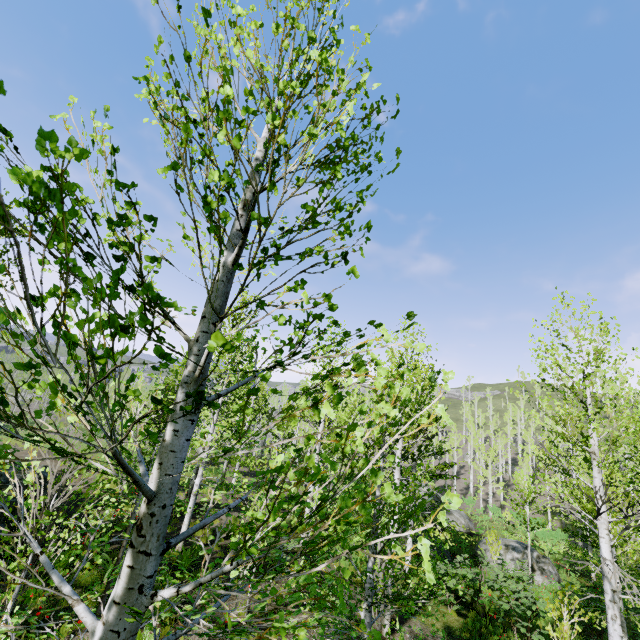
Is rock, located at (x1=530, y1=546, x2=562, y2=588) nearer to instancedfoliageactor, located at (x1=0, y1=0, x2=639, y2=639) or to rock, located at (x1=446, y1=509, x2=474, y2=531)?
instancedfoliageactor, located at (x1=0, y1=0, x2=639, y2=639)

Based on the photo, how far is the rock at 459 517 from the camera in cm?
2442

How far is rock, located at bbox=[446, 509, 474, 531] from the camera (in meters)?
24.42

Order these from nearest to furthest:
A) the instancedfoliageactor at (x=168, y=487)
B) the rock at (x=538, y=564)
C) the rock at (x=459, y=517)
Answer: the instancedfoliageactor at (x=168, y=487) → the rock at (x=538, y=564) → the rock at (x=459, y=517)

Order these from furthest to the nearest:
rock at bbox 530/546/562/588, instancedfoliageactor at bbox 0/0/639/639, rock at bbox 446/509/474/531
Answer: rock at bbox 446/509/474/531 < rock at bbox 530/546/562/588 < instancedfoliageactor at bbox 0/0/639/639

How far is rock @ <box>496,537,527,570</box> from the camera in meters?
17.3

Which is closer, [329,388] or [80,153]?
[80,153]
